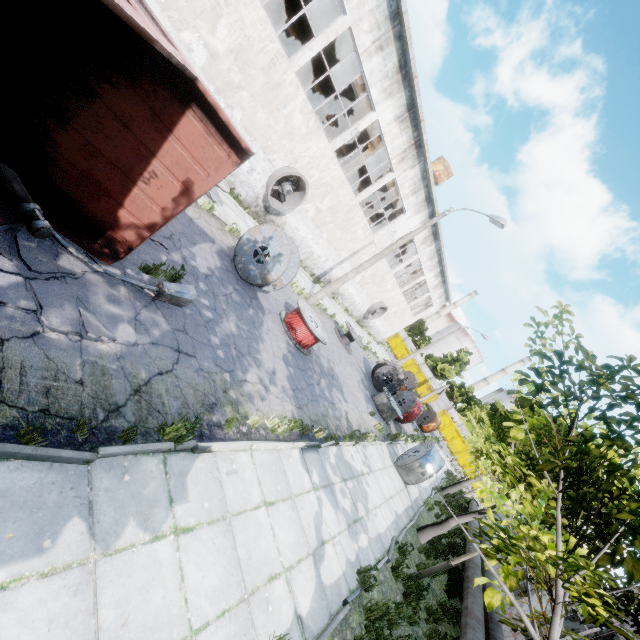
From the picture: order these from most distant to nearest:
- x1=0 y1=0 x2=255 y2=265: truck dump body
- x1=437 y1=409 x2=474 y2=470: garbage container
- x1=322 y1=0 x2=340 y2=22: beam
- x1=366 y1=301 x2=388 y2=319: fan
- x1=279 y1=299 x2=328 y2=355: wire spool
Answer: x1=437 y1=409 x2=474 y2=470: garbage container, x1=366 y1=301 x2=388 y2=319: fan, x1=322 y1=0 x2=340 y2=22: beam, x1=279 y1=299 x2=328 y2=355: wire spool, x1=0 y1=0 x2=255 y2=265: truck dump body

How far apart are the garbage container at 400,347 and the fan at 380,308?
21.7 meters

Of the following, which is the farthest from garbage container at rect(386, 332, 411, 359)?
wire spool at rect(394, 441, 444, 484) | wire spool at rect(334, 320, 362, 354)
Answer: wire spool at rect(394, 441, 444, 484)

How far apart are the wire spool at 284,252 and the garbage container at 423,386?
43.3 meters

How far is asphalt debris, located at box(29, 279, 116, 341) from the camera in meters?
4.0 m

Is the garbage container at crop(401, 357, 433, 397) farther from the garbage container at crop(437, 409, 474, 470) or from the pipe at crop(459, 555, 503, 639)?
the pipe at crop(459, 555, 503, 639)

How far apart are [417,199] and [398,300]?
12.8m

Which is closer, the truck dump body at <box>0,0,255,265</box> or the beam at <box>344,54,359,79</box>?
the truck dump body at <box>0,0,255,265</box>
